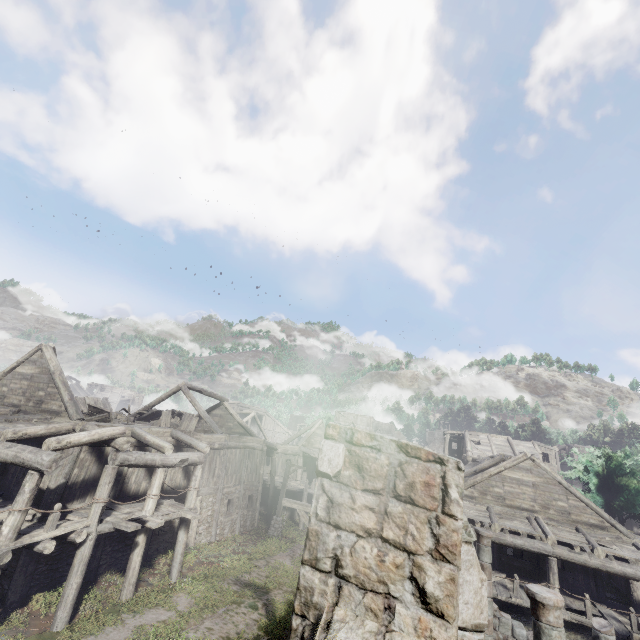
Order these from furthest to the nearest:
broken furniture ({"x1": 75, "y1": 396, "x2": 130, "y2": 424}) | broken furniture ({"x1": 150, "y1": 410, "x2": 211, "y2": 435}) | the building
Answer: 1. broken furniture ({"x1": 150, "y1": 410, "x2": 211, "y2": 435})
2. broken furniture ({"x1": 75, "y1": 396, "x2": 130, "y2": 424})
3. the building

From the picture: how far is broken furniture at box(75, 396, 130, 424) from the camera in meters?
14.9 m

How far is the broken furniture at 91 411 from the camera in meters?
14.9

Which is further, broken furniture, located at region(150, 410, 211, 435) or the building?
broken furniture, located at region(150, 410, 211, 435)

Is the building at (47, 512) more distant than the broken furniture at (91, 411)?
No

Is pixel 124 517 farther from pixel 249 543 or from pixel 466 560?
pixel 466 560
